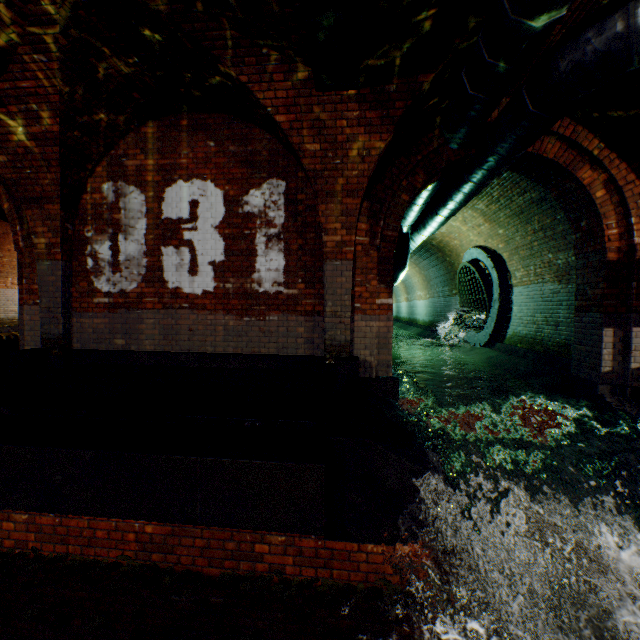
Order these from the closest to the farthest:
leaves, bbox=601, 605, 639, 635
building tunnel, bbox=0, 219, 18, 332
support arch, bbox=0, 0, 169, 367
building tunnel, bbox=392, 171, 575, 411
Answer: leaves, bbox=601, 605, 639, 635, support arch, bbox=0, 0, 169, 367, building tunnel, bbox=392, 171, 575, 411, building tunnel, bbox=0, 219, 18, 332

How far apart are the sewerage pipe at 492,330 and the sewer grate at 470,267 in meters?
0.0

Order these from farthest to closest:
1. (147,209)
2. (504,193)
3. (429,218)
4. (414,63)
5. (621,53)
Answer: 1. (429,218)
2. (504,193)
3. (147,209)
4. (414,63)
5. (621,53)

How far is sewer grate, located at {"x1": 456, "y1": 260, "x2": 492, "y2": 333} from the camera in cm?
991

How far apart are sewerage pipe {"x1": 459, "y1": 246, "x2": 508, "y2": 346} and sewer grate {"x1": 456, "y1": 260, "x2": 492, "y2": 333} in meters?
0.0 m

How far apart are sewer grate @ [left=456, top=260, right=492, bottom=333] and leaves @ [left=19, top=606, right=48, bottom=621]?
10.7m

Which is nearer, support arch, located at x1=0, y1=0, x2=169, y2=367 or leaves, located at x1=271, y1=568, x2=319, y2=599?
leaves, located at x1=271, y1=568, x2=319, y2=599

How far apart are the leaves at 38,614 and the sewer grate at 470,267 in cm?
1067
